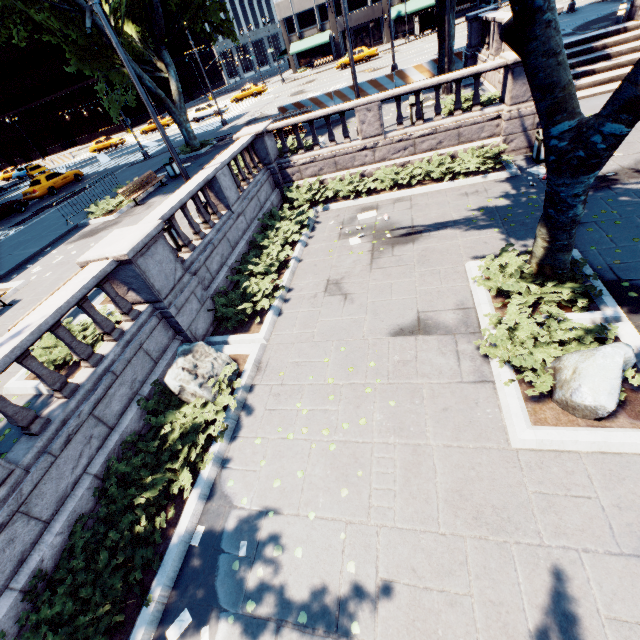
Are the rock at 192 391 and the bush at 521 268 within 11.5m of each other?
yes

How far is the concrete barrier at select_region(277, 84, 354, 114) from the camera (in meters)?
21.22

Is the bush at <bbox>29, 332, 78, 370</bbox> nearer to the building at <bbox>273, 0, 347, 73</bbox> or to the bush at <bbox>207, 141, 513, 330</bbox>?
the bush at <bbox>207, 141, 513, 330</bbox>

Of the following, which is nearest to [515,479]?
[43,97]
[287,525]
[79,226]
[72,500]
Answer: [287,525]

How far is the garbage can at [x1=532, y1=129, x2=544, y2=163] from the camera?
11.0m

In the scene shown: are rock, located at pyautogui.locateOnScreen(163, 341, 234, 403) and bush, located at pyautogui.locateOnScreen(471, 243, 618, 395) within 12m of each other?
yes

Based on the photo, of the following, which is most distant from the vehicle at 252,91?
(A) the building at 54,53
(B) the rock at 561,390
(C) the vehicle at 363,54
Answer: (B) the rock at 561,390

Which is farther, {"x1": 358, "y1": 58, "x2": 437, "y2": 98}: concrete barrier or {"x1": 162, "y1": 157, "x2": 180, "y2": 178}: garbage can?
{"x1": 358, "y1": 58, "x2": 437, "y2": 98}: concrete barrier
